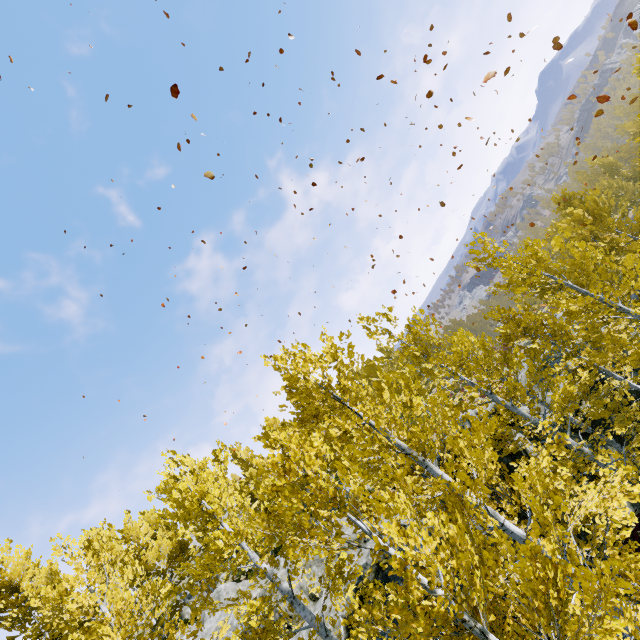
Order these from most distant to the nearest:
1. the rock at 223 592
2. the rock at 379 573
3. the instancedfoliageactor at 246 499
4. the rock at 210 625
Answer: the rock at 210 625 < the rock at 223 592 < the rock at 379 573 < the instancedfoliageactor at 246 499

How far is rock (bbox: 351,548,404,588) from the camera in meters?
10.0

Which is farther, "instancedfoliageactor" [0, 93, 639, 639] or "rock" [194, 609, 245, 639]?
"rock" [194, 609, 245, 639]

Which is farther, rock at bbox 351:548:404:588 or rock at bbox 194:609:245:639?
rock at bbox 194:609:245:639

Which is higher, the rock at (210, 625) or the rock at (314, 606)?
the rock at (210, 625)

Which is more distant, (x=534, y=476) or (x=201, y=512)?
(x=201, y=512)
